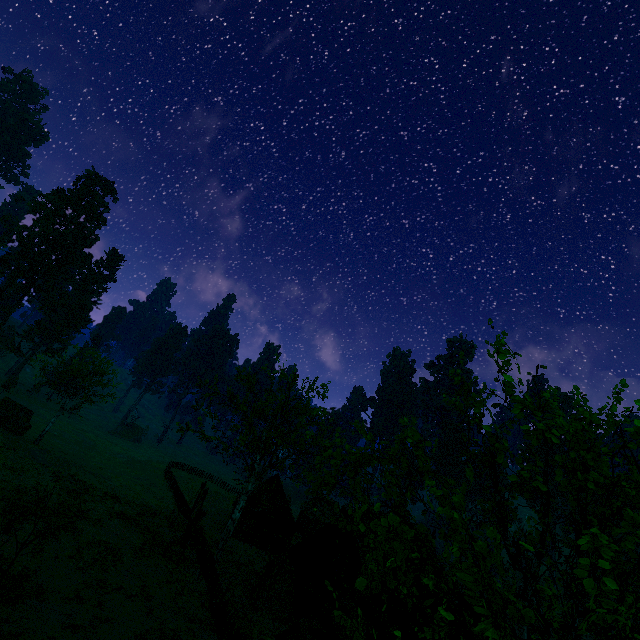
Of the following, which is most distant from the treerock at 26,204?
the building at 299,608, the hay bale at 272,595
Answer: the hay bale at 272,595

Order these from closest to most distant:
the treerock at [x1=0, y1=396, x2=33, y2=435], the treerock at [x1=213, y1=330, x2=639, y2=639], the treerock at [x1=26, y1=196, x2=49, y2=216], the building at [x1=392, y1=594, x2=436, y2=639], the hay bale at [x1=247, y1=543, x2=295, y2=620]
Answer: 1. the treerock at [x1=213, y1=330, x2=639, y2=639]
2. the building at [x1=392, y1=594, x2=436, y2=639]
3. the hay bale at [x1=247, y1=543, x2=295, y2=620]
4. the treerock at [x1=0, y1=396, x2=33, y2=435]
5. the treerock at [x1=26, y1=196, x2=49, y2=216]

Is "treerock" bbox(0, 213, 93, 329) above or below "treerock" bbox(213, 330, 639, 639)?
above

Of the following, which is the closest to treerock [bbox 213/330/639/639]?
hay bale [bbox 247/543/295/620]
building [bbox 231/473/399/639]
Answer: building [bbox 231/473/399/639]

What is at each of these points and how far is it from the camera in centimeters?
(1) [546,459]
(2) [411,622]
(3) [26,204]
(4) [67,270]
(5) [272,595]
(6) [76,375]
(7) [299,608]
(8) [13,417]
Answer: (1) treerock, 619cm
(2) building, 1146cm
(3) treerock, 5672cm
(4) treerock, 5619cm
(5) hay bale, 2184cm
(6) treerock, 3400cm
(7) building, 2398cm
(8) treerock, 3025cm

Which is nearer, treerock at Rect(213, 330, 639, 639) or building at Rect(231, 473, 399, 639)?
treerock at Rect(213, 330, 639, 639)

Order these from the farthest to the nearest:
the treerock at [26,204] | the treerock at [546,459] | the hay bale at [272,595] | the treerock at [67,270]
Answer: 1. the treerock at [26,204]
2. the treerock at [67,270]
3. the hay bale at [272,595]
4. the treerock at [546,459]
